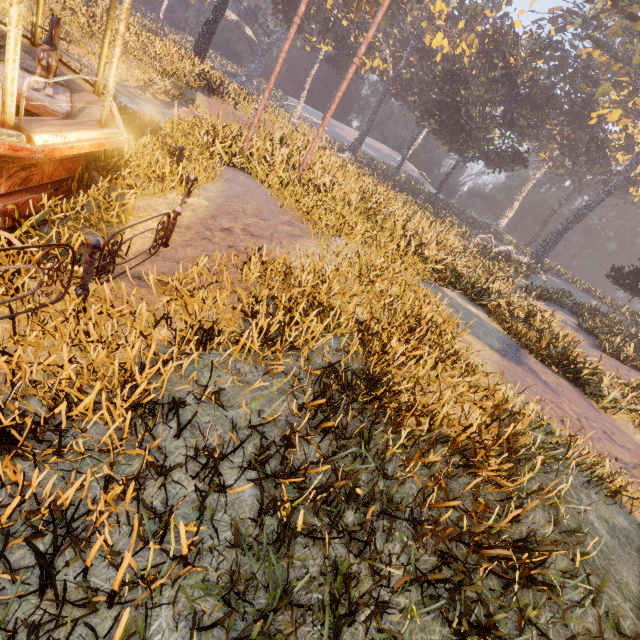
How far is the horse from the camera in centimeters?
477cm

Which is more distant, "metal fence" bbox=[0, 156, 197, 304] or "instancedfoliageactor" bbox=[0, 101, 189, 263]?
"instancedfoliageactor" bbox=[0, 101, 189, 263]

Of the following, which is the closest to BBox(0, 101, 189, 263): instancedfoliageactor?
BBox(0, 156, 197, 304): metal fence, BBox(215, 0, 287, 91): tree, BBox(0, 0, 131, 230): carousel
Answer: BBox(0, 0, 131, 230): carousel

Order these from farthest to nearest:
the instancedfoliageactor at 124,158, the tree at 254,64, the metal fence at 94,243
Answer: the tree at 254,64
the instancedfoliageactor at 124,158
the metal fence at 94,243

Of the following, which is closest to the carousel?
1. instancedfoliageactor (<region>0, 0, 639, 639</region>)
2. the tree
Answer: instancedfoliageactor (<region>0, 0, 639, 639</region>)

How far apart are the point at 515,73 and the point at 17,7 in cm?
4037

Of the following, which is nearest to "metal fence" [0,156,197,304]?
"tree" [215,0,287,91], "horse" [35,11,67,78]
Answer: "horse" [35,11,67,78]

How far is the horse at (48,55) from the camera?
4.77m
